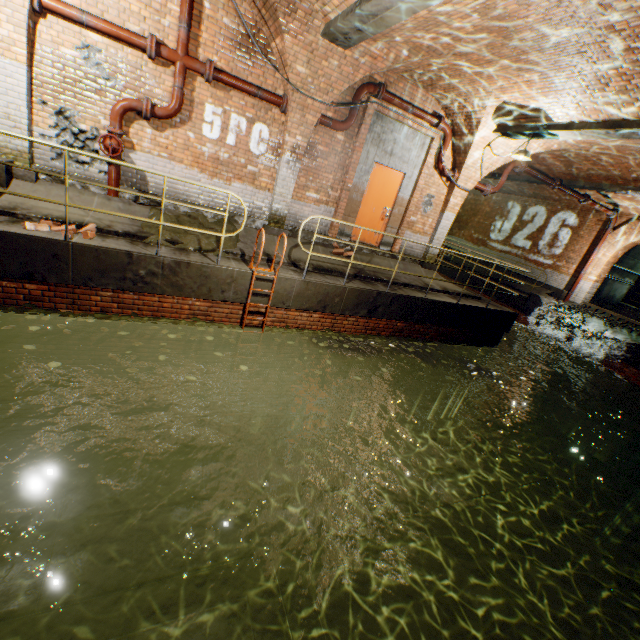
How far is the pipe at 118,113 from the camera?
6.0 meters

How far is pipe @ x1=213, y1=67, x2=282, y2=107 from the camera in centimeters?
637cm

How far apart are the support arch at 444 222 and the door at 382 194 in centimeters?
165cm

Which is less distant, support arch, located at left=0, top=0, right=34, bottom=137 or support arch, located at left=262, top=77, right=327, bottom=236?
support arch, located at left=0, top=0, right=34, bottom=137

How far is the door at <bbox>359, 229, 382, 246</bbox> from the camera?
9.33m

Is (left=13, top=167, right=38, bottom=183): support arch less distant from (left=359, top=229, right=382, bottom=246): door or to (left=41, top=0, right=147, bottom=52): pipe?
(left=41, top=0, right=147, bottom=52): pipe

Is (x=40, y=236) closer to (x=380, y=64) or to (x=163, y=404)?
(x=163, y=404)

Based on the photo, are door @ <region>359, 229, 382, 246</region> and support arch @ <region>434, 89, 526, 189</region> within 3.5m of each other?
yes
